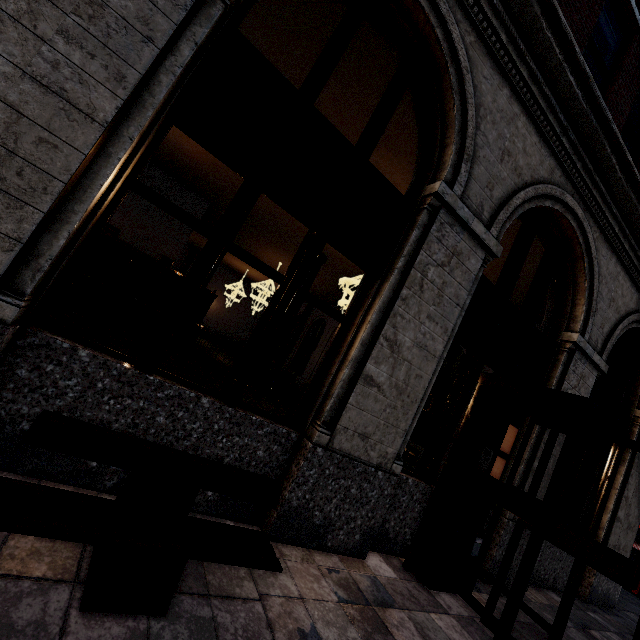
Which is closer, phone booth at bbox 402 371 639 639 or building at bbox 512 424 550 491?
phone booth at bbox 402 371 639 639

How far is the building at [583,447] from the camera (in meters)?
6.50

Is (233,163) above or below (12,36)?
above

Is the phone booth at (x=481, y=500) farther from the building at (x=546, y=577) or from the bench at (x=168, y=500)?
the bench at (x=168, y=500)

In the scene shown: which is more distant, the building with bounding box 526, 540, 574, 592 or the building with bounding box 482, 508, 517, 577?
the building with bounding box 526, 540, 574, 592

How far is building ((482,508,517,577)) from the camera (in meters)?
5.00

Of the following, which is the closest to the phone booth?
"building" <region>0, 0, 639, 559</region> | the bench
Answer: "building" <region>0, 0, 639, 559</region>
